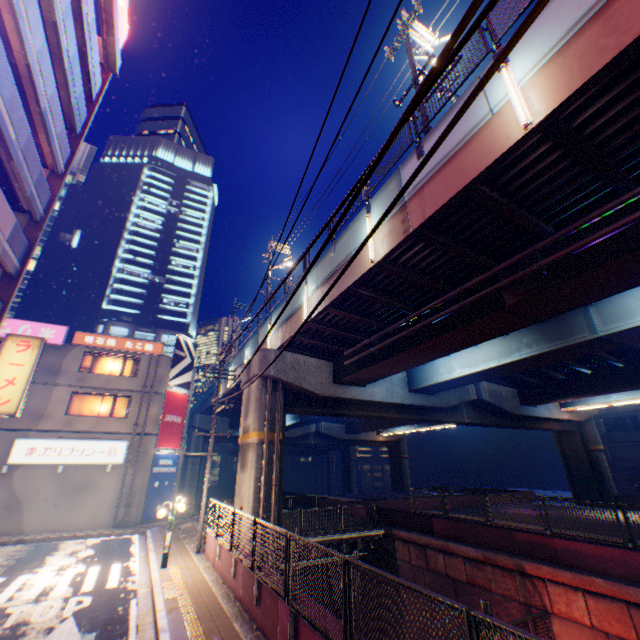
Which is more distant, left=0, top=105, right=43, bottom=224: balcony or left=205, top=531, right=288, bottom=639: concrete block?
left=0, top=105, right=43, bottom=224: balcony

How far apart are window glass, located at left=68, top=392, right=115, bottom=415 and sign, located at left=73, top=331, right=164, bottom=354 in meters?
3.2 m

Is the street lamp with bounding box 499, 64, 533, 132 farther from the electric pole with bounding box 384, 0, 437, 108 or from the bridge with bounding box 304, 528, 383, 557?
the bridge with bounding box 304, 528, 383, 557

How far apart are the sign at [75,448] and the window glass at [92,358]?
4.6m

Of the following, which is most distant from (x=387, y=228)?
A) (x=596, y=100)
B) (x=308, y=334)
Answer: (x=308, y=334)

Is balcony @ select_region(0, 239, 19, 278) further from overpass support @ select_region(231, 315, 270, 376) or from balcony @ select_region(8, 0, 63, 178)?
overpass support @ select_region(231, 315, 270, 376)

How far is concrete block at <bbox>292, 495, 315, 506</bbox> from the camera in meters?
27.7 m

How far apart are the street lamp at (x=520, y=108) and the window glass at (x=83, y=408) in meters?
27.3 m
